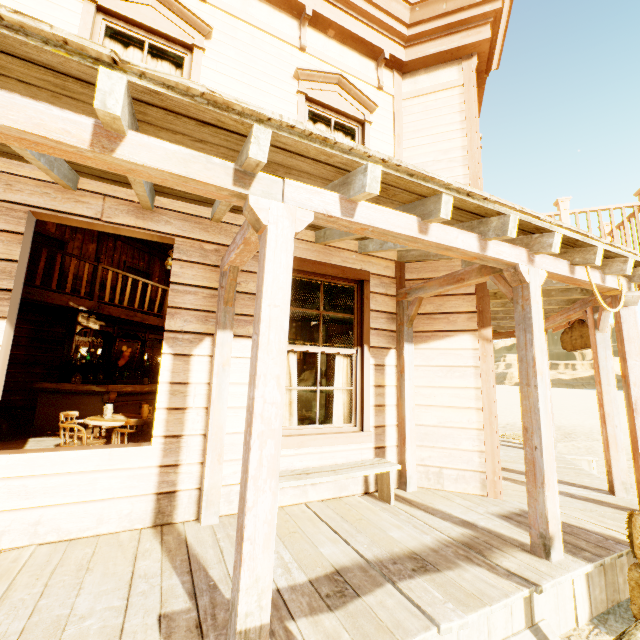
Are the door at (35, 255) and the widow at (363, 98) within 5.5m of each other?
no

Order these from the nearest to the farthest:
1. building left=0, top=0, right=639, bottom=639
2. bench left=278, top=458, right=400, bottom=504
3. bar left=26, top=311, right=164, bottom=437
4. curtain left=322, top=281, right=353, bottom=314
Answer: building left=0, top=0, right=639, bottom=639
bench left=278, top=458, right=400, bottom=504
curtain left=322, top=281, right=353, bottom=314
bar left=26, top=311, right=164, bottom=437

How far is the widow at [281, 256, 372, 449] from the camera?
4.0 meters

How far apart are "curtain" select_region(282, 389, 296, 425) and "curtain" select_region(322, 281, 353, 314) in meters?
0.3

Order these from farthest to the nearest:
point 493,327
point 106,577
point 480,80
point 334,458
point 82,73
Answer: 1. point 493,327
2. point 480,80
3. point 334,458
4. point 106,577
5. point 82,73

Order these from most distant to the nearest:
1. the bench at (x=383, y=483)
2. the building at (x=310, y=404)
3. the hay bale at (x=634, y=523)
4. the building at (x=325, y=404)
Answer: the building at (x=310, y=404)
the building at (x=325, y=404)
the bench at (x=383, y=483)
the hay bale at (x=634, y=523)

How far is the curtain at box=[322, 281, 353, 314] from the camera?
4.59m

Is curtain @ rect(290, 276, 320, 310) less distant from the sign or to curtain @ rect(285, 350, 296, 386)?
curtain @ rect(285, 350, 296, 386)
